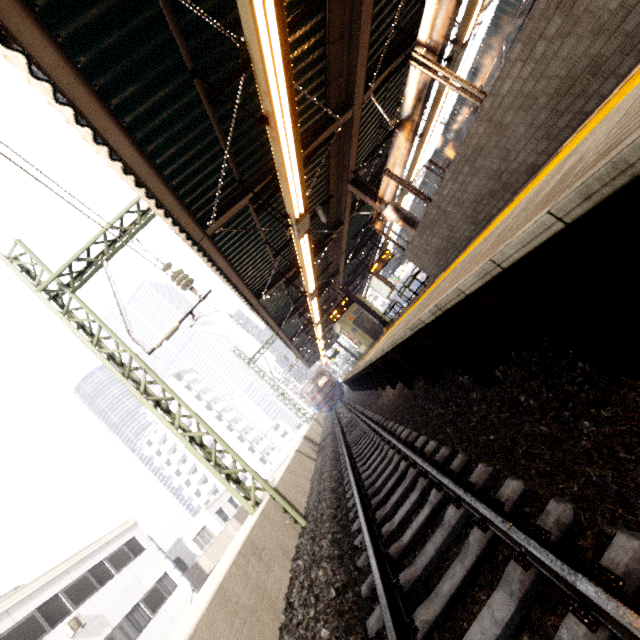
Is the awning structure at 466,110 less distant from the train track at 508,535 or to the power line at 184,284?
the power line at 184,284

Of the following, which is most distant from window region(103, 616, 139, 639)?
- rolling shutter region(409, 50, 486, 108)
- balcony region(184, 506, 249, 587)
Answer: rolling shutter region(409, 50, 486, 108)

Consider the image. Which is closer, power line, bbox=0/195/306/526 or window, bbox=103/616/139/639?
power line, bbox=0/195/306/526

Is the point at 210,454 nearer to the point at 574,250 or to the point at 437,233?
the point at 437,233

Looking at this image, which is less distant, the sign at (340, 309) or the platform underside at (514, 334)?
the platform underside at (514, 334)

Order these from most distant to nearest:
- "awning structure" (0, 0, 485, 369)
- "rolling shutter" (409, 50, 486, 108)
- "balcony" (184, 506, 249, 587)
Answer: "balcony" (184, 506, 249, 587) < "rolling shutter" (409, 50, 486, 108) < "awning structure" (0, 0, 485, 369)

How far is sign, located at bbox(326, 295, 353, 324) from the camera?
15.63m

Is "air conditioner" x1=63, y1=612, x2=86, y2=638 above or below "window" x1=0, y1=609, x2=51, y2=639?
below
